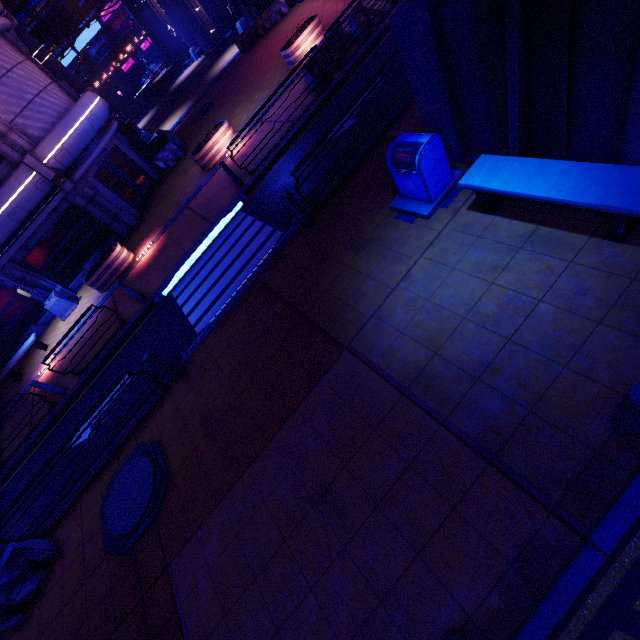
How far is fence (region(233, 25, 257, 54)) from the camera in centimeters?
2252cm

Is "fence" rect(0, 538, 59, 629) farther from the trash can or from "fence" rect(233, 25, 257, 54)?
"fence" rect(233, 25, 257, 54)

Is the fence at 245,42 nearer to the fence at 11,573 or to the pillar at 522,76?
the pillar at 522,76

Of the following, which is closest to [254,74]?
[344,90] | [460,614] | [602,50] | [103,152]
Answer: [103,152]

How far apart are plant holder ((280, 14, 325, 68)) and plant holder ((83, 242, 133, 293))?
11.4 meters

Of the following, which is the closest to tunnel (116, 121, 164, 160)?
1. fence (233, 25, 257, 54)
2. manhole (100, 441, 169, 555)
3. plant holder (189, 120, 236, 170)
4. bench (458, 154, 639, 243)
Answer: fence (233, 25, 257, 54)

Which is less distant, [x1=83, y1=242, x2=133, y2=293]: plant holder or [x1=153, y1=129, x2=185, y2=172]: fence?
[x1=83, y1=242, x2=133, y2=293]: plant holder

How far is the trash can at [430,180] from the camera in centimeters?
565cm
